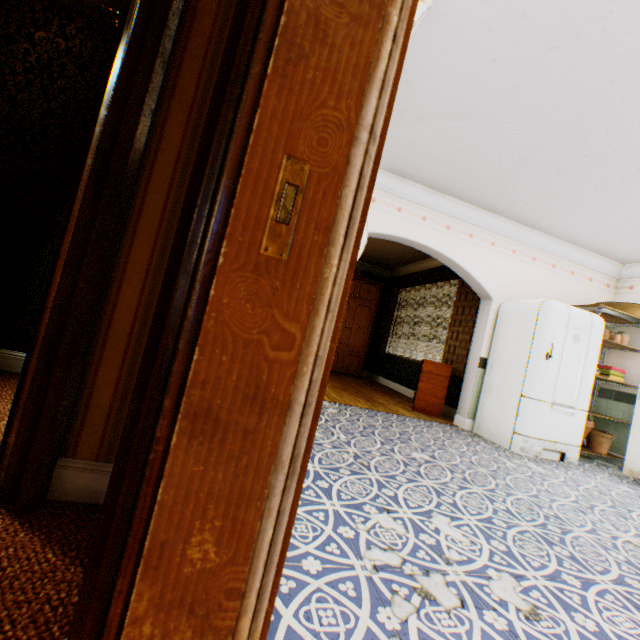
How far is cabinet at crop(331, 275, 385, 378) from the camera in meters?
8.3 m

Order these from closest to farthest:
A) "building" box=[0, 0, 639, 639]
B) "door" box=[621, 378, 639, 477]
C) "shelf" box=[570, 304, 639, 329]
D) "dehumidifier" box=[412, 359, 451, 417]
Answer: "building" box=[0, 0, 639, 639] < "door" box=[621, 378, 639, 477] < "shelf" box=[570, 304, 639, 329] < "dehumidifier" box=[412, 359, 451, 417]

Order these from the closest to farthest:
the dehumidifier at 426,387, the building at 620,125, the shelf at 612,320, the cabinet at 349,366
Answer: the building at 620,125 → the shelf at 612,320 → the dehumidifier at 426,387 → the cabinet at 349,366

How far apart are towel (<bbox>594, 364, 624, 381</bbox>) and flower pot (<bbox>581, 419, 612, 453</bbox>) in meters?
0.8

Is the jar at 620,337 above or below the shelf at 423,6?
below

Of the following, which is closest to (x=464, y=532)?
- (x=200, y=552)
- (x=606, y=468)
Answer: (x=200, y=552)

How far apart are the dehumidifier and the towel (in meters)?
2.11

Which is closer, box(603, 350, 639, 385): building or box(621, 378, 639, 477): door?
box(621, 378, 639, 477): door
